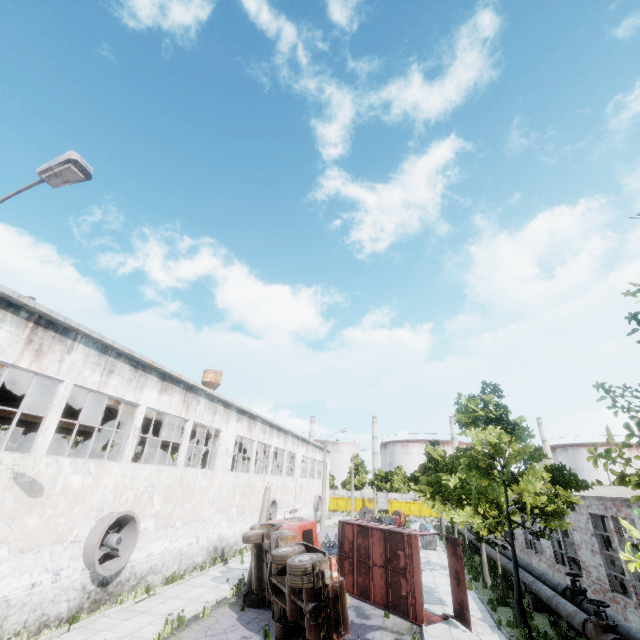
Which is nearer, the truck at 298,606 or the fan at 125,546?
the truck at 298,606

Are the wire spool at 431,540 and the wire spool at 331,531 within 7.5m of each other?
no

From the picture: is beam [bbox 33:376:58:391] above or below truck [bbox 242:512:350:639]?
above

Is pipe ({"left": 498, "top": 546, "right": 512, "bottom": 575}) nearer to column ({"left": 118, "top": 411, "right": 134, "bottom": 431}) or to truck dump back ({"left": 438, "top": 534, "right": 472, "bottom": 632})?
truck dump back ({"left": 438, "top": 534, "right": 472, "bottom": 632})

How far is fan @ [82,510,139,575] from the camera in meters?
12.4 m

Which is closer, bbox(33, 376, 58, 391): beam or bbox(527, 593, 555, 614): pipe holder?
bbox(33, 376, 58, 391): beam

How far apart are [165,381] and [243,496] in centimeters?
1310cm

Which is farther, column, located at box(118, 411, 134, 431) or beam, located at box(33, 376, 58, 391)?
column, located at box(118, 411, 134, 431)
